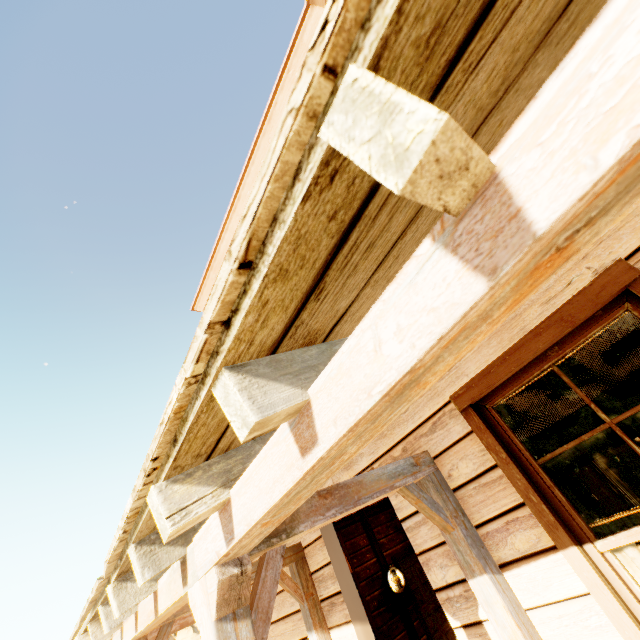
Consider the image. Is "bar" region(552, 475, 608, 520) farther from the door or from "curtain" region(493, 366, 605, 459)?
"curtain" region(493, 366, 605, 459)

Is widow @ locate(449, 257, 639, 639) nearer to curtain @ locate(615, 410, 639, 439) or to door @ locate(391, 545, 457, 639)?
curtain @ locate(615, 410, 639, 439)

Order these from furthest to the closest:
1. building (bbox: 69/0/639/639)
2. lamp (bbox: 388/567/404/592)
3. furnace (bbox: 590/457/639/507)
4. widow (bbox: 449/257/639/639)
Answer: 1. lamp (bbox: 388/567/404/592)
2. furnace (bbox: 590/457/639/507)
3. widow (bbox: 449/257/639/639)
4. building (bbox: 69/0/639/639)

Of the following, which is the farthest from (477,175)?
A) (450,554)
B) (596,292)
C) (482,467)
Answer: (450,554)

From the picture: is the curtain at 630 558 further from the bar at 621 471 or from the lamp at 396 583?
the lamp at 396 583

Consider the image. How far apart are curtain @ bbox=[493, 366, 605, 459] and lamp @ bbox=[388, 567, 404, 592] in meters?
6.2 m

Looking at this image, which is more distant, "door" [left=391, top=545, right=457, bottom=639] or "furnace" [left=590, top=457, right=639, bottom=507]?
"door" [left=391, top=545, right=457, bottom=639]

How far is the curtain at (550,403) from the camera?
2.2m
